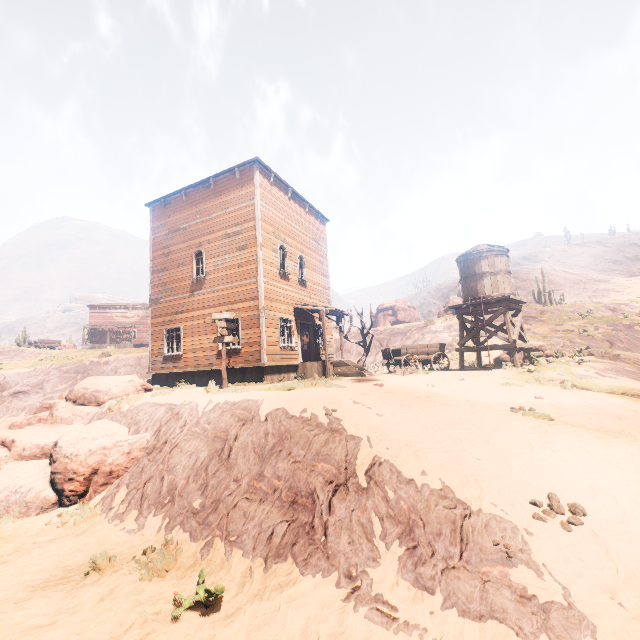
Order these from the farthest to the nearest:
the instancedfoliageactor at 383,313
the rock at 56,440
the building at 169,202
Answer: the instancedfoliageactor at 383,313 < the building at 169,202 < the rock at 56,440

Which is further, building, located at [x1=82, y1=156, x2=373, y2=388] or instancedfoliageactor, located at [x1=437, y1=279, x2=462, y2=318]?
instancedfoliageactor, located at [x1=437, y1=279, x2=462, y2=318]

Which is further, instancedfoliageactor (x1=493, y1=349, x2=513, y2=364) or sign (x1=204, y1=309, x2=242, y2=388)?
instancedfoliageactor (x1=493, y1=349, x2=513, y2=364)

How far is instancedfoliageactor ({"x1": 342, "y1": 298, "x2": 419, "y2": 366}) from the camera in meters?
22.2

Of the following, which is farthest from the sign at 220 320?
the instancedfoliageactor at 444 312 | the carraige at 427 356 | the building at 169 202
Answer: the instancedfoliageactor at 444 312

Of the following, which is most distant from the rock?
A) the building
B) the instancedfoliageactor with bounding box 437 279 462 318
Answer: the instancedfoliageactor with bounding box 437 279 462 318

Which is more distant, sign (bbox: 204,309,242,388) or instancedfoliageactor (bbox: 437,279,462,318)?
instancedfoliageactor (bbox: 437,279,462,318)

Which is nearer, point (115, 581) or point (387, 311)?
point (115, 581)
